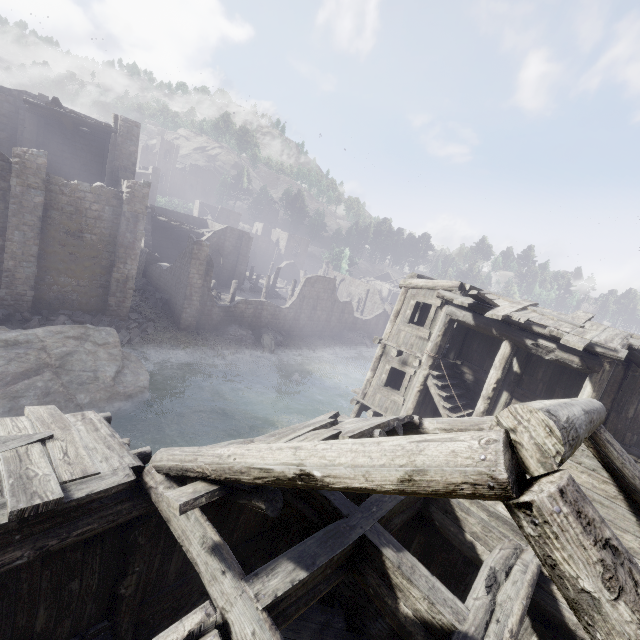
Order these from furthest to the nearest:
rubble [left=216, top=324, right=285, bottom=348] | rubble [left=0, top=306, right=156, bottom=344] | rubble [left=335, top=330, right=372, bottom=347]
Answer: rubble [left=335, top=330, right=372, bottom=347] < rubble [left=216, top=324, right=285, bottom=348] < rubble [left=0, top=306, right=156, bottom=344]

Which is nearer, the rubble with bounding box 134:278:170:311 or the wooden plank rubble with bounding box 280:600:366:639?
the wooden plank rubble with bounding box 280:600:366:639

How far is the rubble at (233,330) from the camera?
27.7m

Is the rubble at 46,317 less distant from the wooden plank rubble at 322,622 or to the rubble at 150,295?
the rubble at 150,295

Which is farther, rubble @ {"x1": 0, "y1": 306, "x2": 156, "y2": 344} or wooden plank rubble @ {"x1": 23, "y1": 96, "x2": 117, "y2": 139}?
wooden plank rubble @ {"x1": 23, "y1": 96, "x2": 117, "y2": 139}

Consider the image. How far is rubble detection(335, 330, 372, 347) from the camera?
39.3 meters

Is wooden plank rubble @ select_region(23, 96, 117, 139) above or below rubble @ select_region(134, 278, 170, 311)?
above

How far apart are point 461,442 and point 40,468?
5.43m
